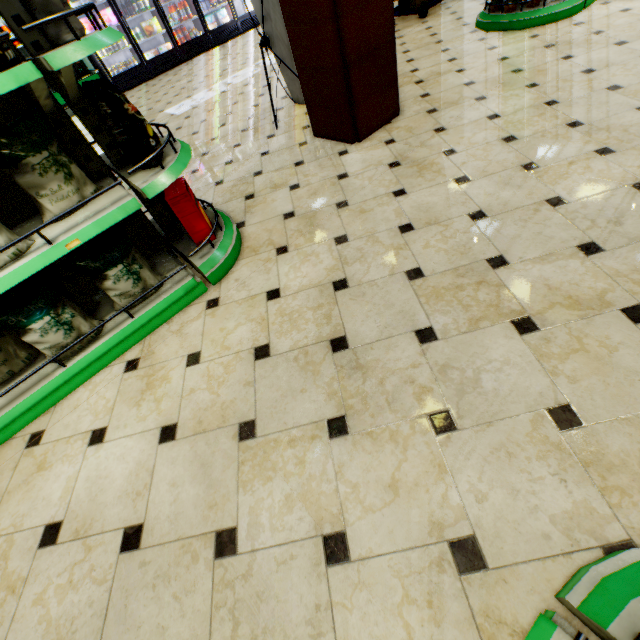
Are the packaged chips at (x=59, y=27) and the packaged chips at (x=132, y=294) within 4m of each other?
yes

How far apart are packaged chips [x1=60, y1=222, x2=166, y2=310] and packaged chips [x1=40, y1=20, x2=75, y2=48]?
0.90m

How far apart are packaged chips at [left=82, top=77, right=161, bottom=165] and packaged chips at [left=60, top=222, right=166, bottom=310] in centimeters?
38cm

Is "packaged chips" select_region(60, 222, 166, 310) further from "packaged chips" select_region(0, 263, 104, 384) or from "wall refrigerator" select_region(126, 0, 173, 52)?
"wall refrigerator" select_region(126, 0, 173, 52)

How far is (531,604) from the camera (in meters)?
0.95

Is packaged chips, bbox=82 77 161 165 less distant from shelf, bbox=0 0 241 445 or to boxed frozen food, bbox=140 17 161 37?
shelf, bbox=0 0 241 445

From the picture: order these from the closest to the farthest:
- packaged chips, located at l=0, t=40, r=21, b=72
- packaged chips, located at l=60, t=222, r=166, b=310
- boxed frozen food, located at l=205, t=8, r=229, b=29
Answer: packaged chips, located at l=0, t=40, r=21, b=72, packaged chips, located at l=60, t=222, r=166, b=310, boxed frozen food, located at l=205, t=8, r=229, b=29

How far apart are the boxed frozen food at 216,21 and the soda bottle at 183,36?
1.09m
